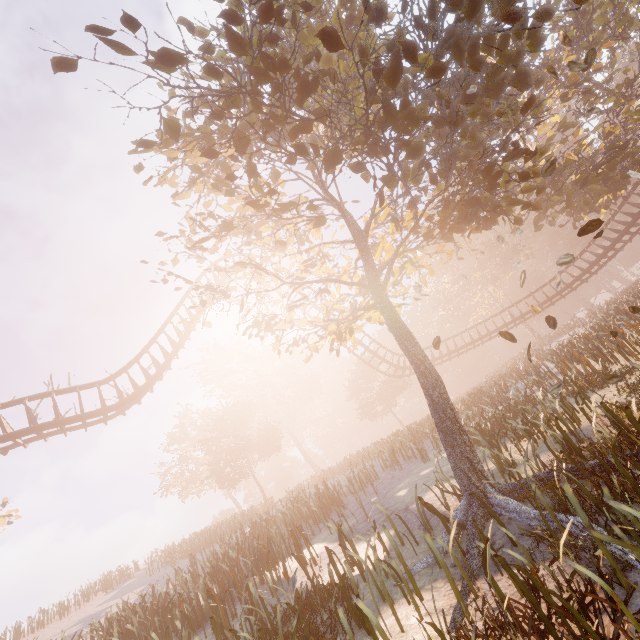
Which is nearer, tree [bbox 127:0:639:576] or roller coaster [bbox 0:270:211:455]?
tree [bbox 127:0:639:576]

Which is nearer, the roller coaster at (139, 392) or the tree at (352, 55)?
the tree at (352, 55)

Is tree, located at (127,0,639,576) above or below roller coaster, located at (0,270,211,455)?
below

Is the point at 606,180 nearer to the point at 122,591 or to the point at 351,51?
the point at 351,51

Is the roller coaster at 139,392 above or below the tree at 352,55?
above
